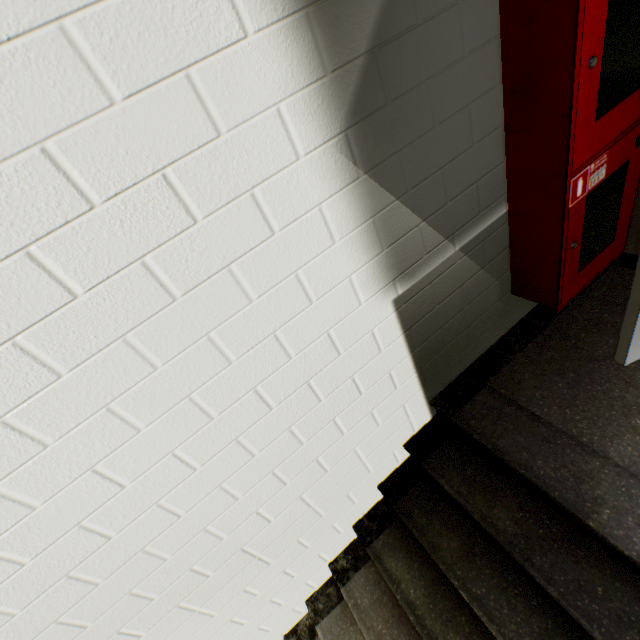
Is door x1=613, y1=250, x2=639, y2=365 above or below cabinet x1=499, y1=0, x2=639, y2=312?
below

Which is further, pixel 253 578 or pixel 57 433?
pixel 253 578

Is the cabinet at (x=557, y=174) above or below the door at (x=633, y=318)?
above

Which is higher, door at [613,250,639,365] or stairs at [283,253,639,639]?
door at [613,250,639,365]

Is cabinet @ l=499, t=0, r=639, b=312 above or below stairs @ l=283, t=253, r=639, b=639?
above

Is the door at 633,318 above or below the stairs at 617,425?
above
